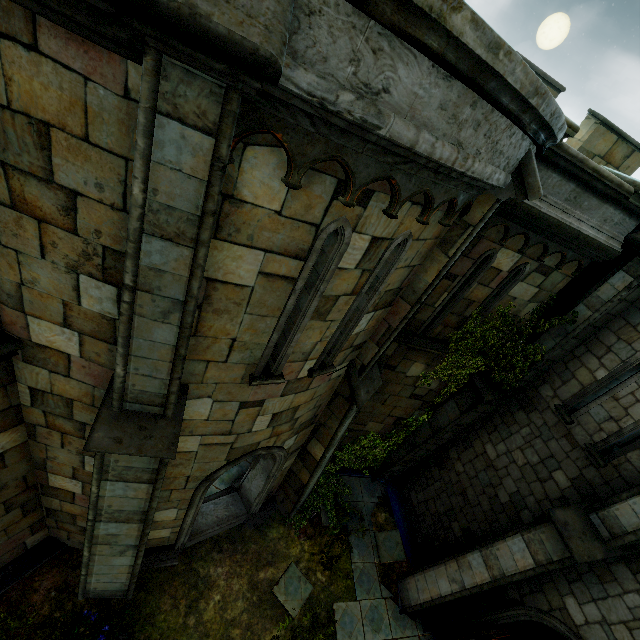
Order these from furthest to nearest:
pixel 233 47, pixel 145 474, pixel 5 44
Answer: pixel 145 474 < pixel 5 44 < pixel 233 47

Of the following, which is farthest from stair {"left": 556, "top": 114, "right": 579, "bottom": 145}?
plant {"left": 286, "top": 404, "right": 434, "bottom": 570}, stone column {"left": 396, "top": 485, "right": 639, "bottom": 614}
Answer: plant {"left": 286, "top": 404, "right": 434, "bottom": 570}

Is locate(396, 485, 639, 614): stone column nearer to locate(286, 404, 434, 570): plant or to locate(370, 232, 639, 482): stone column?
locate(286, 404, 434, 570): plant

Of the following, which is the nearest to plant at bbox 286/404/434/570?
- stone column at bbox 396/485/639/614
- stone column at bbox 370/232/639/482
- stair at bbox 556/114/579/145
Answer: stone column at bbox 370/232/639/482

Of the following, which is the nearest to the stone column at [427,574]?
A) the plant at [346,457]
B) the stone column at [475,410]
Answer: → the plant at [346,457]

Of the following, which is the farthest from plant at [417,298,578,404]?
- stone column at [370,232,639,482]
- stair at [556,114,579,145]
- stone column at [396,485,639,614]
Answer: stair at [556,114,579,145]

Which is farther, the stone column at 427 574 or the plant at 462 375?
the plant at 462 375

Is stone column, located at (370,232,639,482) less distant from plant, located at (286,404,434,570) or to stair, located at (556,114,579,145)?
plant, located at (286,404,434,570)
